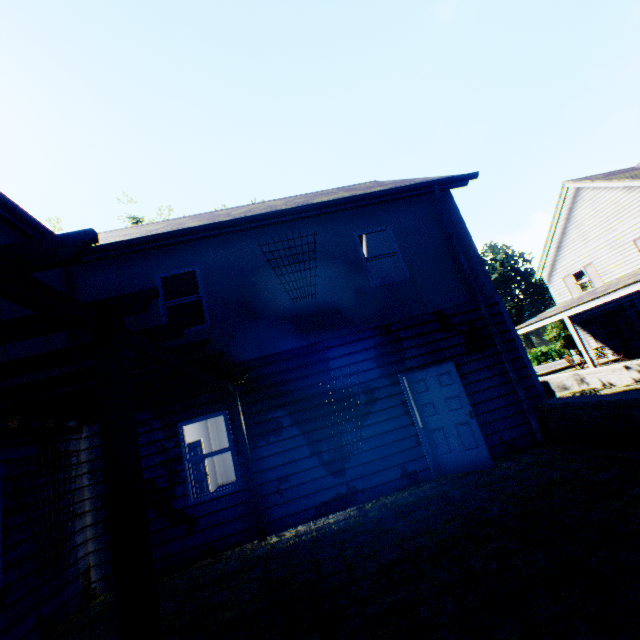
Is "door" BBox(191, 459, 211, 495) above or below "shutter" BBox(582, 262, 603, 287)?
below

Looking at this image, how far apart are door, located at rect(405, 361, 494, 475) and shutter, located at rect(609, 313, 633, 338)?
19.85m

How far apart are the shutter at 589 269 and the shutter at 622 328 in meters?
1.9

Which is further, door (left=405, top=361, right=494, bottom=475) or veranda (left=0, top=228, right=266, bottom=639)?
door (left=405, top=361, right=494, bottom=475)

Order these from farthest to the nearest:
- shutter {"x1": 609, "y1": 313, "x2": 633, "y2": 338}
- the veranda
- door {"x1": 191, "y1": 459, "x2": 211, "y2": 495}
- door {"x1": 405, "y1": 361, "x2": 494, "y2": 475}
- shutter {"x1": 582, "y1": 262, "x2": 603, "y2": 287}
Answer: shutter {"x1": 582, "y1": 262, "x2": 603, "y2": 287} < shutter {"x1": 609, "y1": 313, "x2": 633, "y2": 338} < door {"x1": 191, "y1": 459, "x2": 211, "y2": 495} < door {"x1": 405, "y1": 361, "x2": 494, "y2": 475} < the veranda

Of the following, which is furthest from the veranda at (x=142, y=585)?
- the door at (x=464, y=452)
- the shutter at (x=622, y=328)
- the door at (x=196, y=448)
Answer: the shutter at (x=622, y=328)

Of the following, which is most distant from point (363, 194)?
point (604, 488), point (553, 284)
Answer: point (553, 284)

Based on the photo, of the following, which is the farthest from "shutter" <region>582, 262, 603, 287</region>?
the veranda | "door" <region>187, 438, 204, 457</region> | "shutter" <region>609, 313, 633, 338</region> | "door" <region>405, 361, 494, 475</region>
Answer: "door" <region>187, 438, 204, 457</region>
